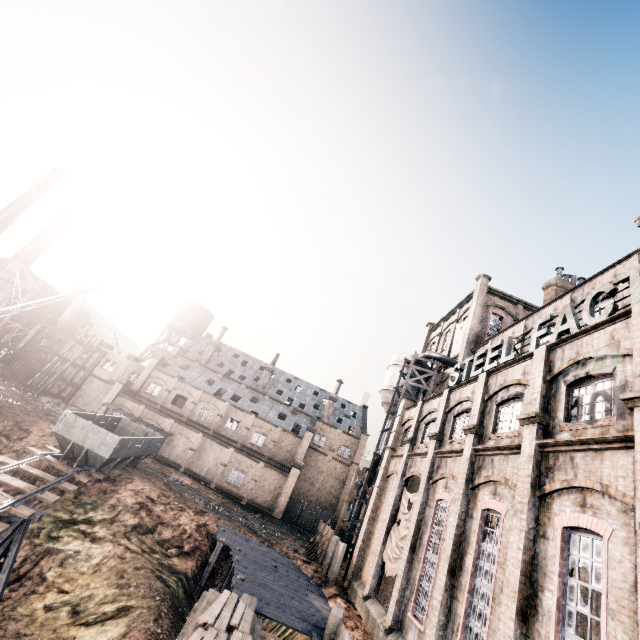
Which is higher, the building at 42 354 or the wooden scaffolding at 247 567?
the building at 42 354

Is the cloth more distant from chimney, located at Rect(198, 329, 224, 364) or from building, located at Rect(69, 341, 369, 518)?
chimney, located at Rect(198, 329, 224, 364)

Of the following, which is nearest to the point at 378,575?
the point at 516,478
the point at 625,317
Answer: the point at 516,478

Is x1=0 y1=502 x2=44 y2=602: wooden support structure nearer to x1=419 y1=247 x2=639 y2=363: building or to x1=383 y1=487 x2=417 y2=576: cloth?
x1=419 y1=247 x2=639 y2=363: building

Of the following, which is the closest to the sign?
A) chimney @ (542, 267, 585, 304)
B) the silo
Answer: chimney @ (542, 267, 585, 304)

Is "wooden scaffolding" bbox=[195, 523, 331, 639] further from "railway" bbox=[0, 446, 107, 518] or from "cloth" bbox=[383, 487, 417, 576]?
"railway" bbox=[0, 446, 107, 518]

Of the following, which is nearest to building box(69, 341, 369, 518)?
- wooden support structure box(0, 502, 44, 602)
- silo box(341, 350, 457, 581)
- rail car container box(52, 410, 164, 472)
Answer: silo box(341, 350, 457, 581)

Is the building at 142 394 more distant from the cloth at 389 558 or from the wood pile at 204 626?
the wood pile at 204 626
